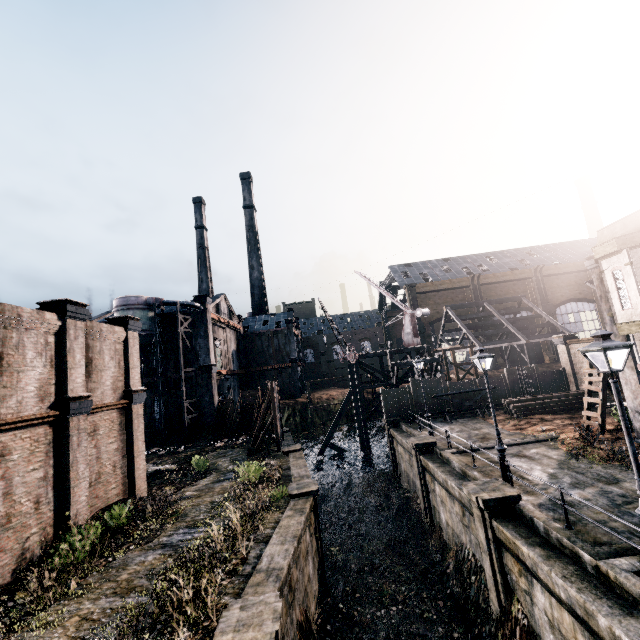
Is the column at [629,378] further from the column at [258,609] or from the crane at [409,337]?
the crane at [409,337]

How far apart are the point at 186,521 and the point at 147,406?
27.09m

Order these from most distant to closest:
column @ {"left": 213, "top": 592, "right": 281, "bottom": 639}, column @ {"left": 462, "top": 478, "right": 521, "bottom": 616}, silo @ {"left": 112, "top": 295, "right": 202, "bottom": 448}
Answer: silo @ {"left": 112, "top": 295, "right": 202, "bottom": 448} → column @ {"left": 462, "top": 478, "right": 521, "bottom": 616} → column @ {"left": 213, "top": 592, "right": 281, "bottom": 639}

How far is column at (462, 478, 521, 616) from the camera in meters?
11.5

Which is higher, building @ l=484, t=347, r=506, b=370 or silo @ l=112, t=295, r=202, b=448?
silo @ l=112, t=295, r=202, b=448

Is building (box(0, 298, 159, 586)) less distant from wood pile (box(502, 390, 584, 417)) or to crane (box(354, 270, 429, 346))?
crane (box(354, 270, 429, 346))

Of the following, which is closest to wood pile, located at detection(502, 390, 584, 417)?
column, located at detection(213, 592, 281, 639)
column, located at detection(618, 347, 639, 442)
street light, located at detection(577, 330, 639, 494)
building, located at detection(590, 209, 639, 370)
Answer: column, located at detection(618, 347, 639, 442)

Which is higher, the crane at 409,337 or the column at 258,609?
the crane at 409,337
